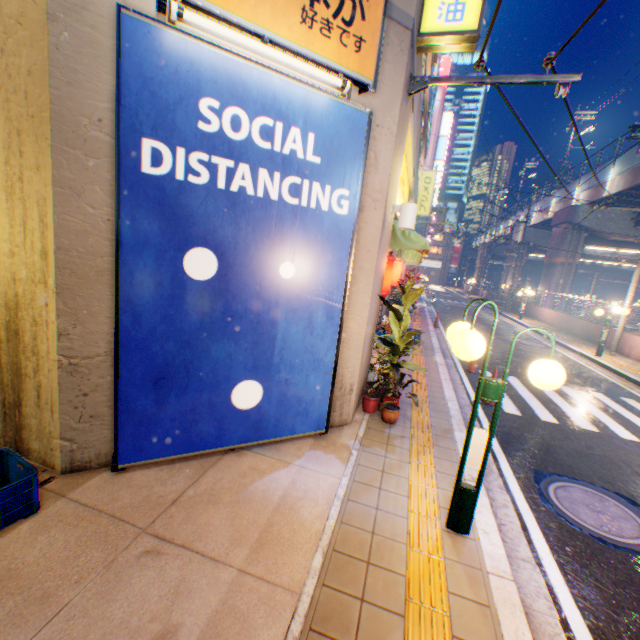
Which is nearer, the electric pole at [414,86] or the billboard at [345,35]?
the billboard at [345,35]

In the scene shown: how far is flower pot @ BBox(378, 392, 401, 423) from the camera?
5.4m

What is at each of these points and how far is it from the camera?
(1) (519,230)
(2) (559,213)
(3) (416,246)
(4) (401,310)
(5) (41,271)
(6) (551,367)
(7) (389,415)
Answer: (1) electric pole, 28.2m
(2) overpass support, 27.5m
(3) awning, 6.4m
(4) plants, 5.8m
(5) building, 3.1m
(6) street lamp, 2.8m
(7) flower pot, 5.4m

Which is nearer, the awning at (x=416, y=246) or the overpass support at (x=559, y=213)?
the awning at (x=416, y=246)

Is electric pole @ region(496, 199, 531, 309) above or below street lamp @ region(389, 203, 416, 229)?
above

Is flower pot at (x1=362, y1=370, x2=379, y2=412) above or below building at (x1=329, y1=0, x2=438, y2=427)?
below

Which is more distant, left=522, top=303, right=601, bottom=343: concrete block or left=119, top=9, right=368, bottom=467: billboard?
left=522, top=303, right=601, bottom=343: concrete block

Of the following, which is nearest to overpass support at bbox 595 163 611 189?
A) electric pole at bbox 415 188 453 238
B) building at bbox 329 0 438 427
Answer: electric pole at bbox 415 188 453 238
